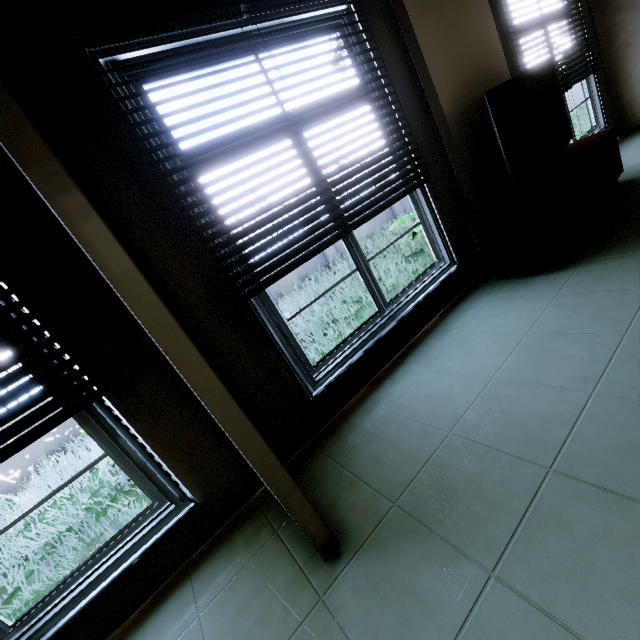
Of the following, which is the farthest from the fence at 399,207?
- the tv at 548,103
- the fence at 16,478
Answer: the tv at 548,103

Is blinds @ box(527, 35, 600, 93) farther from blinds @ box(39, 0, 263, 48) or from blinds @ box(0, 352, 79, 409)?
blinds @ box(0, 352, 79, 409)

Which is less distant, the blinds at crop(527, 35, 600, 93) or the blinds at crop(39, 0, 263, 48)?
the blinds at crop(39, 0, 263, 48)

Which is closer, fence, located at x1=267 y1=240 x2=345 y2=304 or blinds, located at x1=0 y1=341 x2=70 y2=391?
blinds, located at x1=0 y1=341 x2=70 y2=391

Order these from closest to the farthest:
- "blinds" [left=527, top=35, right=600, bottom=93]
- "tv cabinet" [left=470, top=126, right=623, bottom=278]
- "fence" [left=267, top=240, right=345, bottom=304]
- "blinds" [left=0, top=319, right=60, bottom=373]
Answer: "blinds" [left=0, top=319, right=60, bottom=373] < "tv cabinet" [left=470, top=126, right=623, bottom=278] < "blinds" [left=527, top=35, right=600, bottom=93] < "fence" [left=267, top=240, right=345, bottom=304]

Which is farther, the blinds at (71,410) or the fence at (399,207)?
the fence at (399,207)

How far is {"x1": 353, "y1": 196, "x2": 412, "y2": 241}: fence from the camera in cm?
1048

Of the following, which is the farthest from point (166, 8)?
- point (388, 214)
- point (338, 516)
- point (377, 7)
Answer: point (388, 214)
